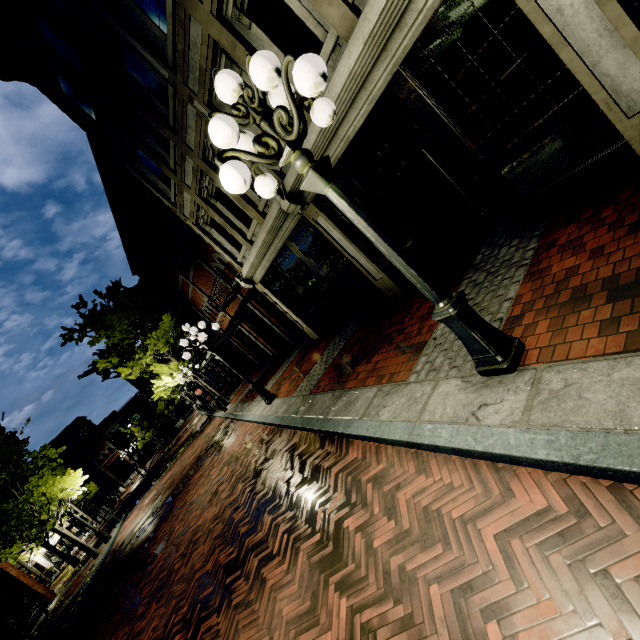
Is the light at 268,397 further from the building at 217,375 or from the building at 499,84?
the building at 499,84

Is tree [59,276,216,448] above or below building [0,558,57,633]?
above

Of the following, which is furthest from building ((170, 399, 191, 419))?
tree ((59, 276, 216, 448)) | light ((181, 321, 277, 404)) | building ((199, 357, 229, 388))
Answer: light ((181, 321, 277, 404))

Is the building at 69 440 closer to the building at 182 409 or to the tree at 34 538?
the tree at 34 538

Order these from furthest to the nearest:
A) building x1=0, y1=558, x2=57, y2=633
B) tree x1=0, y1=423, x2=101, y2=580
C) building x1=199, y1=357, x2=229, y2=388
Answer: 1. building x1=199, y1=357, x2=229, y2=388
2. building x1=0, y1=558, x2=57, y2=633
3. tree x1=0, y1=423, x2=101, y2=580

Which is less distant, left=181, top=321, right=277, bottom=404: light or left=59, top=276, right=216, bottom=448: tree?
left=181, top=321, right=277, bottom=404: light

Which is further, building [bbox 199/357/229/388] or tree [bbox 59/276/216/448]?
building [bbox 199/357/229/388]

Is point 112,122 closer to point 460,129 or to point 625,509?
point 460,129
